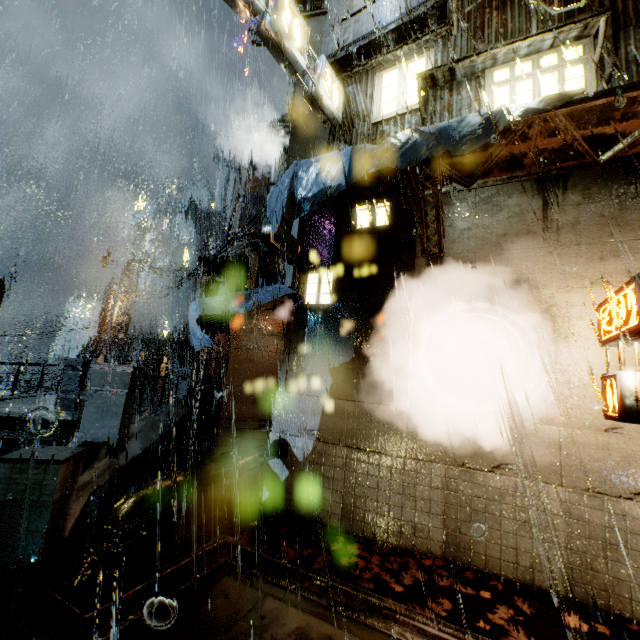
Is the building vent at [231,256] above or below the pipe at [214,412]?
above

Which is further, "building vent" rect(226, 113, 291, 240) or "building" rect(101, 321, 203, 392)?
"building" rect(101, 321, 203, 392)

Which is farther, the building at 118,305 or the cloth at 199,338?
the building at 118,305

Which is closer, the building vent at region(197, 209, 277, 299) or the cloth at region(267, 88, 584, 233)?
the cloth at region(267, 88, 584, 233)

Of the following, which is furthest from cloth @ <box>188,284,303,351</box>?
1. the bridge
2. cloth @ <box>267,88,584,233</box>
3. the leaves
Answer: the leaves

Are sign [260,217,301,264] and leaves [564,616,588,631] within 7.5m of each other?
no

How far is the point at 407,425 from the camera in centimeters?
748cm

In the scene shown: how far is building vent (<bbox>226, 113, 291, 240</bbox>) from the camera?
15.24m
